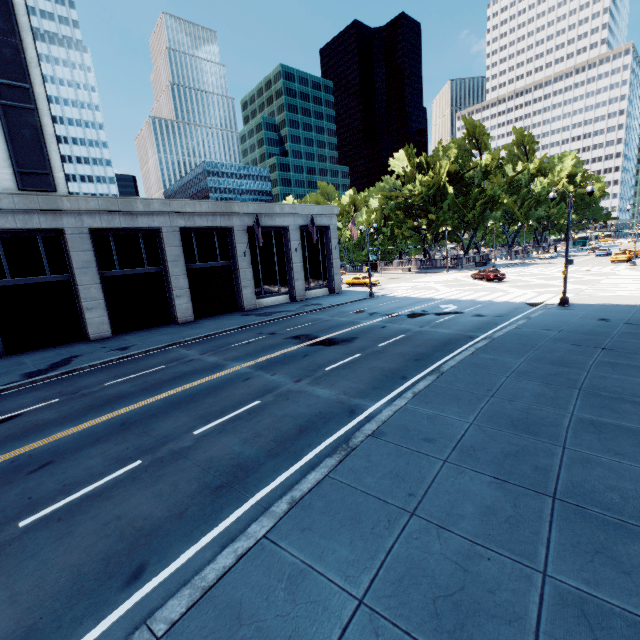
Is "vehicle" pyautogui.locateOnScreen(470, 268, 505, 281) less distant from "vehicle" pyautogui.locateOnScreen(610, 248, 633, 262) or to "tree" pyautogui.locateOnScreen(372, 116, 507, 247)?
"tree" pyautogui.locateOnScreen(372, 116, 507, 247)

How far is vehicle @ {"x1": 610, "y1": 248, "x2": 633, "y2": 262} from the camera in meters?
44.2

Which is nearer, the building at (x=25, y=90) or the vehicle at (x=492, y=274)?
the building at (x=25, y=90)

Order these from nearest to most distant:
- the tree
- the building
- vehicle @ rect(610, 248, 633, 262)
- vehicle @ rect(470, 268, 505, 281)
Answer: the building, vehicle @ rect(470, 268, 505, 281), vehicle @ rect(610, 248, 633, 262), the tree

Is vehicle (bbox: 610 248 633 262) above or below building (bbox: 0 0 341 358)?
below

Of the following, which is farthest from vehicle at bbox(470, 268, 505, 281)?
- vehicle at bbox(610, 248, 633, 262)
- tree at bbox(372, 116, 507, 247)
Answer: vehicle at bbox(610, 248, 633, 262)

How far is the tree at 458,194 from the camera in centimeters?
5362cm

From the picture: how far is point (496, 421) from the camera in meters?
8.2
